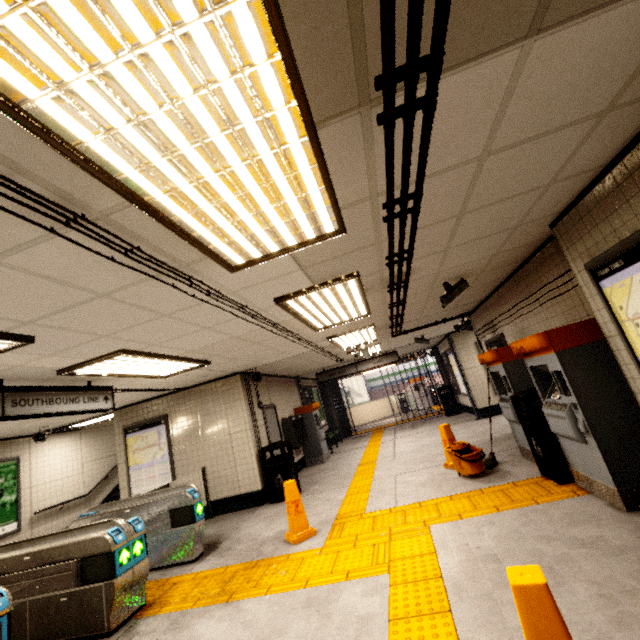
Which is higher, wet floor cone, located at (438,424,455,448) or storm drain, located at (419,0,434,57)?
storm drain, located at (419,0,434,57)

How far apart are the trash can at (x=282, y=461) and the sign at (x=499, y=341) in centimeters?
506cm

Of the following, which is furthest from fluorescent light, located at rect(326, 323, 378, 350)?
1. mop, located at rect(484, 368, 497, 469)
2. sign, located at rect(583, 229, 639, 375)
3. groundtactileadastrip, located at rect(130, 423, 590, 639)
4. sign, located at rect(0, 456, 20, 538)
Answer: sign, located at rect(0, 456, 20, 538)

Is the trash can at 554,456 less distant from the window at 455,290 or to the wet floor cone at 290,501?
the window at 455,290

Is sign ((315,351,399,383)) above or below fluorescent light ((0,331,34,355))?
below

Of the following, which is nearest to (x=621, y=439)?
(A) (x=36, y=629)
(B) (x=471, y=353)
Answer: (A) (x=36, y=629)

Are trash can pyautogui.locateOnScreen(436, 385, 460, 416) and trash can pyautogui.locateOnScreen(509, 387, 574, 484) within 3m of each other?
no

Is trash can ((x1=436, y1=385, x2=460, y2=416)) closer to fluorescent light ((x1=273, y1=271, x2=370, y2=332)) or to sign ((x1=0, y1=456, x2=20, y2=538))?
fluorescent light ((x1=273, y1=271, x2=370, y2=332))
